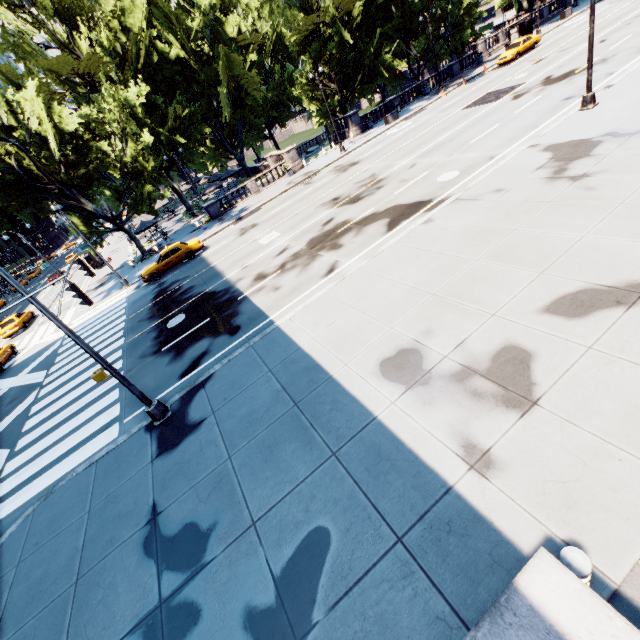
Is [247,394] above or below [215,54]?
below

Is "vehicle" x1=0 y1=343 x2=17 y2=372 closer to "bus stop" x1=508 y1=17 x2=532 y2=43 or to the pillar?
the pillar

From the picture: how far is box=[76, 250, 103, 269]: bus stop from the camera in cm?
3905

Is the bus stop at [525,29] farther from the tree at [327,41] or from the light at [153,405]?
the light at [153,405]

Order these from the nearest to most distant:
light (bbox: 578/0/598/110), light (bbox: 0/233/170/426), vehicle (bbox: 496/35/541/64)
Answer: light (bbox: 0/233/170/426) < light (bbox: 578/0/598/110) < vehicle (bbox: 496/35/541/64)

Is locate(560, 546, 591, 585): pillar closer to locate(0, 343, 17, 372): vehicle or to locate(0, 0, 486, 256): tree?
locate(0, 0, 486, 256): tree

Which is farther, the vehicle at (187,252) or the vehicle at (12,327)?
the vehicle at (12,327)

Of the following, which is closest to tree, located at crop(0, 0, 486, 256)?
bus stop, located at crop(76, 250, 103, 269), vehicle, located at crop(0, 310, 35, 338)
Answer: bus stop, located at crop(76, 250, 103, 269)
